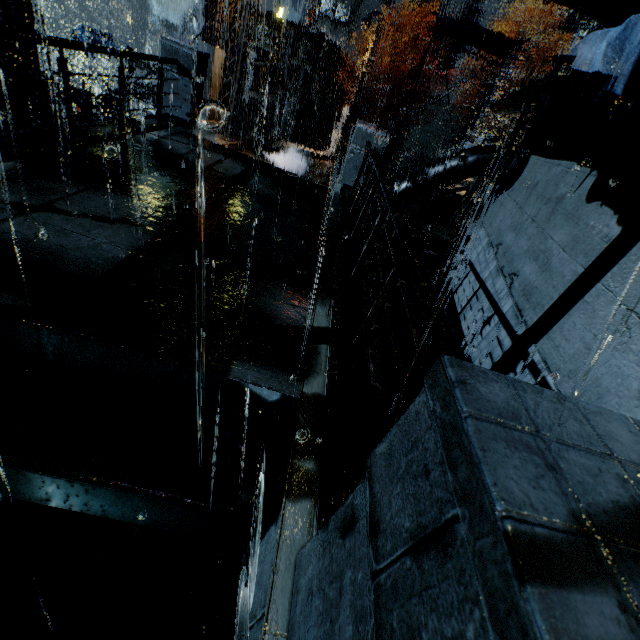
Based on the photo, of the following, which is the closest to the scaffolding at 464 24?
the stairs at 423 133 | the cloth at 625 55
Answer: the cloth at 625 55

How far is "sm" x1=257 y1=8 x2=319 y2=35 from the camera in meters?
26.8

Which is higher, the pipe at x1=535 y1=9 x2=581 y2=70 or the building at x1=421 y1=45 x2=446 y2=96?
the pipe at x1=535 y1=9 x2=581 y2=70

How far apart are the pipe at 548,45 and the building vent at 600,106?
48.5m

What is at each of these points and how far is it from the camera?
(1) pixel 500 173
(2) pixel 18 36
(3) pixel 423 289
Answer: (1) pipe, 9.80m
(2) railing, 3.86m
(3) railing, 2.10m

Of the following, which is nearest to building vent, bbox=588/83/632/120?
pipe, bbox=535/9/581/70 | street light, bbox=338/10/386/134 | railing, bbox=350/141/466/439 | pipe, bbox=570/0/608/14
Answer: railing, bbox=350/141/466/439

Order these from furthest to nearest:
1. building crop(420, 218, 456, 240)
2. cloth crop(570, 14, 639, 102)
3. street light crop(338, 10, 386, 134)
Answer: street light crop(338, 10, 386, 134)
building crop(420, 218, 456, 240)
cloth crop(570, 14, 639, 102)

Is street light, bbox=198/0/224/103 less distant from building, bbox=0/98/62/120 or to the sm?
building, bbox=0/98/62/120
